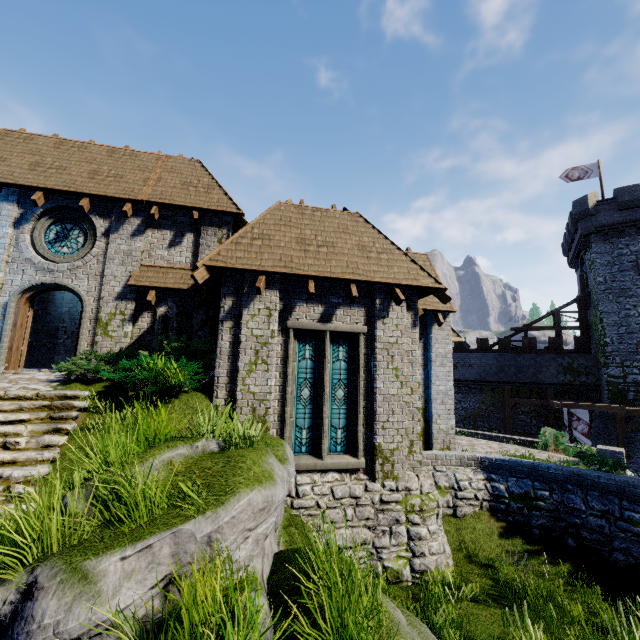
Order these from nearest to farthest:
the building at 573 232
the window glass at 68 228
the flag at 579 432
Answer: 1. the window glass at 68 228
2. the flag at 579 432
3. the building at 573 232

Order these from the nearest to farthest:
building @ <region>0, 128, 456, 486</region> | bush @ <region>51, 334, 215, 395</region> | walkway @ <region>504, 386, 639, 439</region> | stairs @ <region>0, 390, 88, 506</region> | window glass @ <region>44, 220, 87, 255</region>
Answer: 1. stairs @ <region>0, 390, 88, 506</region>
2. bush @ <region>51, 334, 215, 395</region>
3. building @ <region>0, 128, 456, 486</region>
4. window glass @ <region>44, 220, 87, 255</region>
5. walkway @ <region>504, 386, 639, 439</region>

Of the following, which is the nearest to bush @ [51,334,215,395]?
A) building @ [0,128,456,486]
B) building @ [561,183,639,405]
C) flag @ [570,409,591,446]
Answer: building @ [0,128,456,486]

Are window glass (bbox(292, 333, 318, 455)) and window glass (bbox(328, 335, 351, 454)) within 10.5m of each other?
yes

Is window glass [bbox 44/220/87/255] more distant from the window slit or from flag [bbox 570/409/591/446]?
flag [bbox 570/409/591/446]

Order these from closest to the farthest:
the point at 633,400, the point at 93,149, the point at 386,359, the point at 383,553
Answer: the point at 383,553, the point at 386,359, the point at 93,149, the point at 633,400

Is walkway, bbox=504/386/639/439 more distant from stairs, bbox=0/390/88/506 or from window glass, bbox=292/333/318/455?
stairs, bbox=0/390/88/506

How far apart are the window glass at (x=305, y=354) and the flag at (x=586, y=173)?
32.3m
